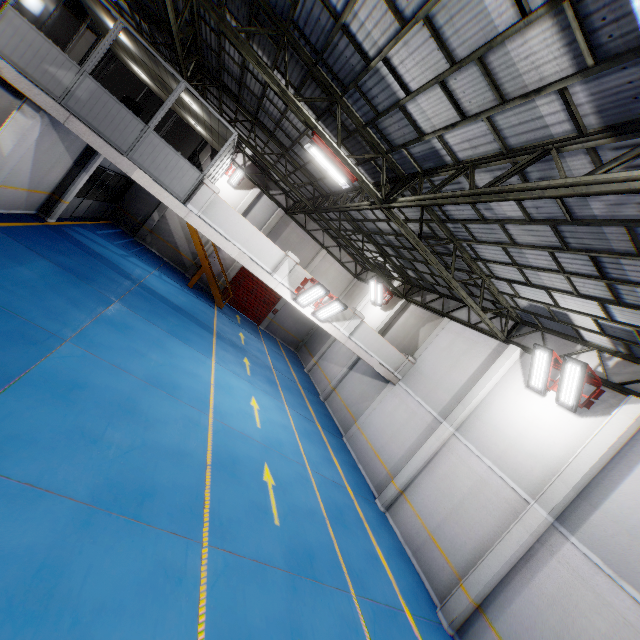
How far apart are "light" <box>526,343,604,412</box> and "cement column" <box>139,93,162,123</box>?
24.36m

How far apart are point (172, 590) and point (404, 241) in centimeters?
1383cm

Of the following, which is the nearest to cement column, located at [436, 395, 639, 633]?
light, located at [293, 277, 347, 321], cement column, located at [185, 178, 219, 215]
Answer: light, located at [293, 277, 347, 321]

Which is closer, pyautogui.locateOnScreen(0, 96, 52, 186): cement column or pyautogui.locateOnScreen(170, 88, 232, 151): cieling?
pyautogui.locateOnScreen(0, 96, 52, 186): cement column

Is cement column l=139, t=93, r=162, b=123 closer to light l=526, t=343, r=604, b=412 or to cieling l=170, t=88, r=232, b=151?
cieling l=170, t=88, r=232, b=151

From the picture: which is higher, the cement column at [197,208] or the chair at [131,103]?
the chair at [131,103]

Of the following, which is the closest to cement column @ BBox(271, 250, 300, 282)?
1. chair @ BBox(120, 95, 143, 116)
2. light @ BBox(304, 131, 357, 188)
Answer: light @ BBox(304, 131, 357, 188)

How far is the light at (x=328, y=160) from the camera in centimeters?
853cm
